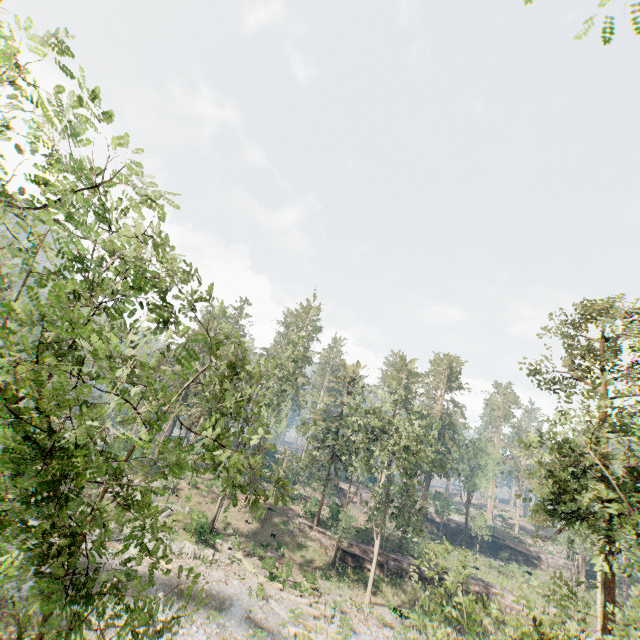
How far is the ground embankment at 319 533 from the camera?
36.75m

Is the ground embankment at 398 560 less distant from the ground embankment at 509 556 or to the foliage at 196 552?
the foliage at 196 552

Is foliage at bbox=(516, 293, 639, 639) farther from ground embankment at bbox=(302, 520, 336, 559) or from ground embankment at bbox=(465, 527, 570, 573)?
ground embankment at bbox=(465, 527, 570, 573)

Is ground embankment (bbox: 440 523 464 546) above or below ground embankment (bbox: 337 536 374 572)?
above

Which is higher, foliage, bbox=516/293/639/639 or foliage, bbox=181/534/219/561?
foliage, bbox=516/293/639/639

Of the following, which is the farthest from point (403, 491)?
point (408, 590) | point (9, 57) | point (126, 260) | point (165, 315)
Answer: point (9, 57)

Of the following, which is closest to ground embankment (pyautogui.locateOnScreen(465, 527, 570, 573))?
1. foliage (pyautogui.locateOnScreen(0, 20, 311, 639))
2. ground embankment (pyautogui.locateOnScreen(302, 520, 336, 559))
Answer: foliage (pyautogui.locateOnScreen(0, 20, 311, 639))
